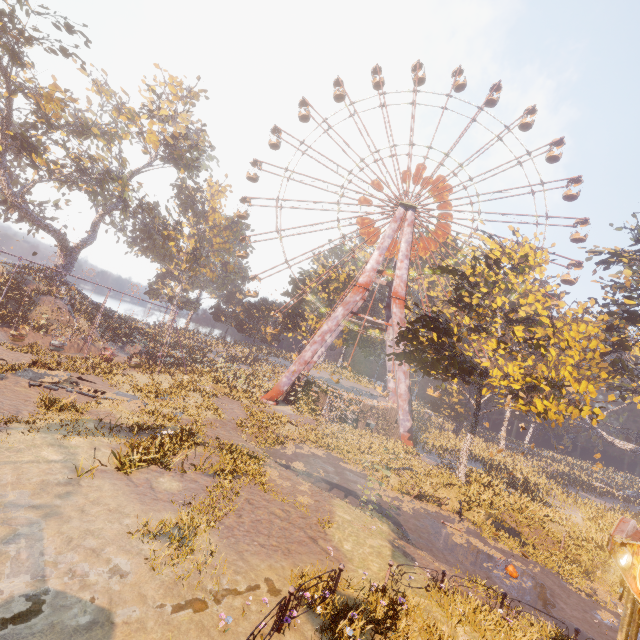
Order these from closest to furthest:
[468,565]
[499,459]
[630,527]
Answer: [630,527] → [468,565] → [499,459]

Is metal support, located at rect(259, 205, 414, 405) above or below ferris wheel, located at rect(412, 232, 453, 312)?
below

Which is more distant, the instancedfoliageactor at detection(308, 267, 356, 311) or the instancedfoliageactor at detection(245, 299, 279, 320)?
the instancedfoliageactor at detection(245, 299, 279, 320)

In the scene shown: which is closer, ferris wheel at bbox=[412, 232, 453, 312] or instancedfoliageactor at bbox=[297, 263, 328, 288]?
ferris wheel at bbox=[412, 232, 453, 312]

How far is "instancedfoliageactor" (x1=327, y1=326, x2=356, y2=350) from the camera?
47.9m

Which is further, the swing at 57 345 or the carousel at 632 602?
the swing at 57 345

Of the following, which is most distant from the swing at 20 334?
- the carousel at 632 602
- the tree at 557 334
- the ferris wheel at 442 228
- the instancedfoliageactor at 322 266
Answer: the carousel at 632 602
